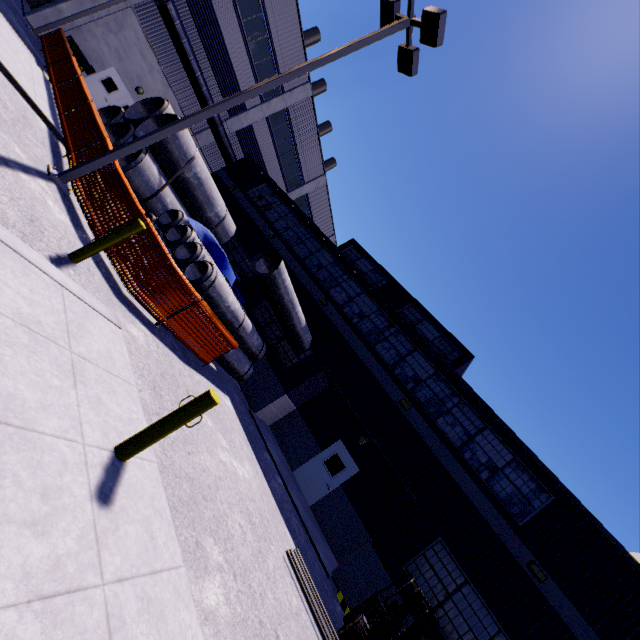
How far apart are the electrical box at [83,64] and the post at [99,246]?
18.9 meters

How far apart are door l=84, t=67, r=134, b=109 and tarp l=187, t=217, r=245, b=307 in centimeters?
1456cm

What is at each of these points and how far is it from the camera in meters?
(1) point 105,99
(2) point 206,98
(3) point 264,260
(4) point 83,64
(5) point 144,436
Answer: (1) door, 19.8 m
(2) vent duct, 21.2 m
(3) concrete pipe, 10.8 m
(4) electrical box, 17.3 m
(5) post, 3.6 m

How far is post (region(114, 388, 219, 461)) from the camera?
3.6m

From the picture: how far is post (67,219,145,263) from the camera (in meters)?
5.59

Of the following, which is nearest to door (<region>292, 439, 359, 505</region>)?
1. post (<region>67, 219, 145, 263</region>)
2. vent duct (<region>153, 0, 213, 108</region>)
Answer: post (<region>67, 219, 145, 263</region>)

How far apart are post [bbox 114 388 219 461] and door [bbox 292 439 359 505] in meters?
10.8 m

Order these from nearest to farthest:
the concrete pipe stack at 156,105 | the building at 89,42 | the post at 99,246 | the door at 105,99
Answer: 1. the post at 99,246
2. the concrete pipe stack at 156,105
3. the building at 89,42
4. the door at 105,99
